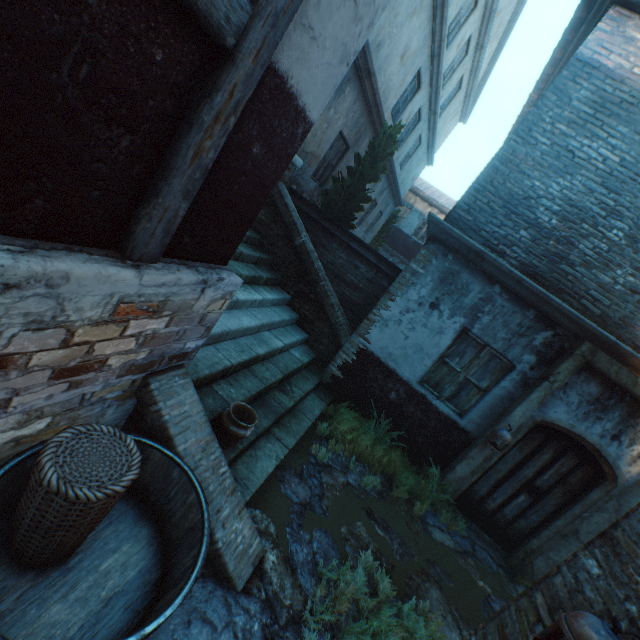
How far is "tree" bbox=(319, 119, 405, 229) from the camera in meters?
8.0 m

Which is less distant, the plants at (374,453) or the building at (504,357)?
the building at (504,357)

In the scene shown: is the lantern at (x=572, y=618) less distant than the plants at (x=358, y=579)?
Yes

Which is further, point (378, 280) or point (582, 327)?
point (378, 280)

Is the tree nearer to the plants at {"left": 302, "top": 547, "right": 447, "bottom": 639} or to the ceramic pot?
the ceramic pot

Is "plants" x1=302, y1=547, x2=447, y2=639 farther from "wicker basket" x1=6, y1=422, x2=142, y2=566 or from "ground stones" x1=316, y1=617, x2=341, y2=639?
"wicker basket" x1=6, y1=422, x2=142, y2=566

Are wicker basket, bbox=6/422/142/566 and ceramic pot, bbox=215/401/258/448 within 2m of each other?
yes

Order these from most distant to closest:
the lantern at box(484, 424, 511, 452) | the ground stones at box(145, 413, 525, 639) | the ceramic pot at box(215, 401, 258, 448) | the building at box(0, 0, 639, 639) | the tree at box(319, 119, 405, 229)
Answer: the tree at box(319, 119, 405, 229), the lantern at box(484, 424, 511, 452), the ceramic pot at box(215, 401, 258, 448), the ground stones at box(145, 413, 525, 639), the building at box(0, 0, 639, 639)
